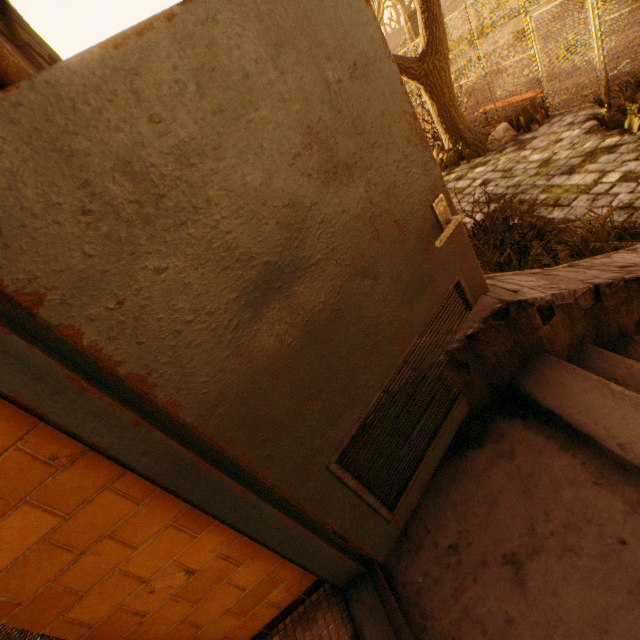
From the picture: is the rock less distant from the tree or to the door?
the tree

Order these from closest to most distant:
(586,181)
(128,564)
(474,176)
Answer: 1. (128,564)
2. (586,181)
3. (474,176)

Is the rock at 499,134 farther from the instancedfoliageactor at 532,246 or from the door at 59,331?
the door at 59,331

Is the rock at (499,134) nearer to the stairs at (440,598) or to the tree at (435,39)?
the tree at (435,39)

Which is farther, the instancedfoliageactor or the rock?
the rock

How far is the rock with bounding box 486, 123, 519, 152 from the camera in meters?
7.8 m

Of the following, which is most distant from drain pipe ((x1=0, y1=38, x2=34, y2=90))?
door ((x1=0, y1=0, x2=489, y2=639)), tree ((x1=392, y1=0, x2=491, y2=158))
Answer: tree ((x1=392, y1=0, x2=491, y2=158))

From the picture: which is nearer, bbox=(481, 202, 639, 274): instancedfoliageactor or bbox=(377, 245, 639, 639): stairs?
bbox=(377, 245, 639, 639): stairs
